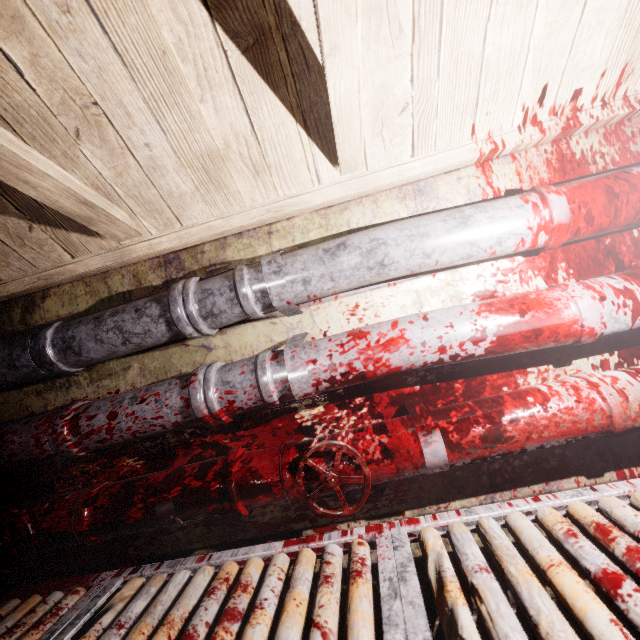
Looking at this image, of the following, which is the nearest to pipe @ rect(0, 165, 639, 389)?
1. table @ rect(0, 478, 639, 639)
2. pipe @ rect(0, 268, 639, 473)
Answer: pipe @ rect(0, 268, 639, 473)

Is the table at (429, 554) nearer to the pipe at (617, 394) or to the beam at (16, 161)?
the pipe at (617, 394)

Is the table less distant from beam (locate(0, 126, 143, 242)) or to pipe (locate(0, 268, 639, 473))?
pipe (locate(0, 268, 639, 473))

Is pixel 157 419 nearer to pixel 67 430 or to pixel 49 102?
pixel 67 430

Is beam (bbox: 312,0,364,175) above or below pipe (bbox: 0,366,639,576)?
above

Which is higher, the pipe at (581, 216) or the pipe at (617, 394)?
the pipe at (581, 216)

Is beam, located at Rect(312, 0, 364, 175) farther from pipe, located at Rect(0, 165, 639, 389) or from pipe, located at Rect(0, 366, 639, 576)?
pipe, located at Rect(0, 366, 639, 576)

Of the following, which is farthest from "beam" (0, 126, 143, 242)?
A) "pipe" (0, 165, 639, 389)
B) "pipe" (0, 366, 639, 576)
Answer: "pipe" (0, 366, 639, 576)
